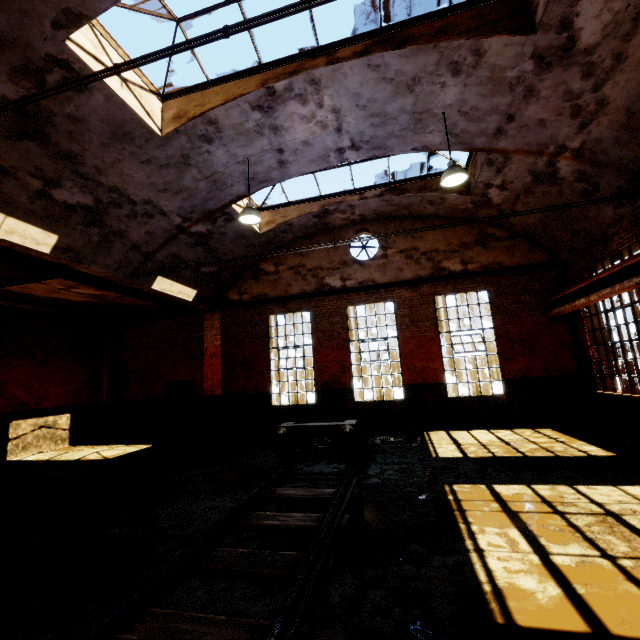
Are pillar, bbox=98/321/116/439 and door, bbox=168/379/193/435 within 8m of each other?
yes

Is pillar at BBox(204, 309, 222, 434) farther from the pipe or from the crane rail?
the crane rail

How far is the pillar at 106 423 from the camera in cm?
1345

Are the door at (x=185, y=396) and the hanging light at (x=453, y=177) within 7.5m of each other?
no

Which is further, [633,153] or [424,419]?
[424,419]

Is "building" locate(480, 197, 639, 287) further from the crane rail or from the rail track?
the rail track

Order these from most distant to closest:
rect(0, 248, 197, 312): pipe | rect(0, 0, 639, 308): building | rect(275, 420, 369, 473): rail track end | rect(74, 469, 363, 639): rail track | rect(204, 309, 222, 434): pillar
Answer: rect(204, 309, 222, 434): pillar < rect(0, 248, 197, 312): pipe < rect(275, 420, 369, 473): rail track end < rect(0, 0, 639, 308): building < rect(74, 469, 363, 639): rail track

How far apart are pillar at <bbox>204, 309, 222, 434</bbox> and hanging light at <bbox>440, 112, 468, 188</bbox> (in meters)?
9.57
